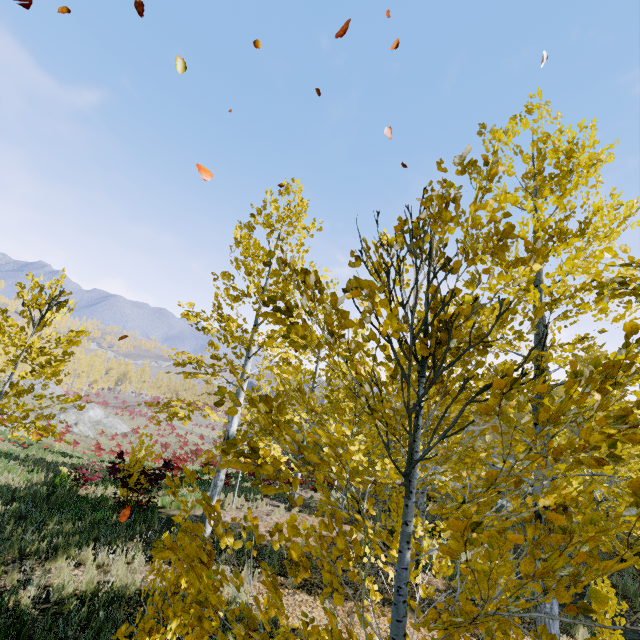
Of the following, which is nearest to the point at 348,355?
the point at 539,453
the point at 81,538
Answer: the point at 539,453

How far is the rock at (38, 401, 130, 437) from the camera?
33.0m

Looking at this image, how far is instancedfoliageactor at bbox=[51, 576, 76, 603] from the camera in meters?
5.5 m

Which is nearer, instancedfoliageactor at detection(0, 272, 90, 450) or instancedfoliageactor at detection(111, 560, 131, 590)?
instancedfoliageactor at detection(111, 560, 131, 590)

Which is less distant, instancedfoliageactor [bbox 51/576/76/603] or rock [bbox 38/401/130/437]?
instancedfoliageactor [bbox 51/576/76/603]

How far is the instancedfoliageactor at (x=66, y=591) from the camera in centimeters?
553cm
